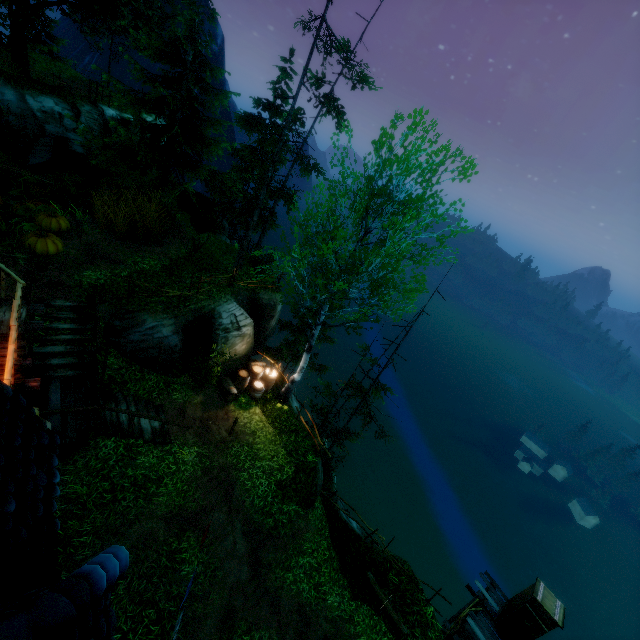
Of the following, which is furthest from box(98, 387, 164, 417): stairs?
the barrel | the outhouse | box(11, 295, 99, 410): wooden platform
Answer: the outhouse

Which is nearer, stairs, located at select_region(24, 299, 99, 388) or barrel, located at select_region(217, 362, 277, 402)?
stairs, located at select_region(24, 299, 99, 388)

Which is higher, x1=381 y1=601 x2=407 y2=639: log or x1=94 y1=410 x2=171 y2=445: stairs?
x1=94 y1=410 x2=171 y2=445: stairs

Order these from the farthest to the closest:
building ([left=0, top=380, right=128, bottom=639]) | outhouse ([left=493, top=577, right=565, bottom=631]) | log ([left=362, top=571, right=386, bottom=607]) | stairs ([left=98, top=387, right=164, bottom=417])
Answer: outhouse ([left=493, top=577, right=565, bottom=631]) < log ([left=362, top=571, right=386, bottom=607]) < stairs ([left=98, top=387, right=164, bottom=417]) < building ([left=0, top=380, right=128, bottom=639])

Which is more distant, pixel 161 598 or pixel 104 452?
pixel 104 452

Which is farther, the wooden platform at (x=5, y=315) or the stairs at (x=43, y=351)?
the stairs at (x=43, y=351)

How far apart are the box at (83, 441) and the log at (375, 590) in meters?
11.2 m

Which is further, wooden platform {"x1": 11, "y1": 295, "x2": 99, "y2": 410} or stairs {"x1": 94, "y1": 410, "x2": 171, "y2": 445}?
stairs {"x1": 94, "y1": 410, "x2": 171, "y2": 445}
